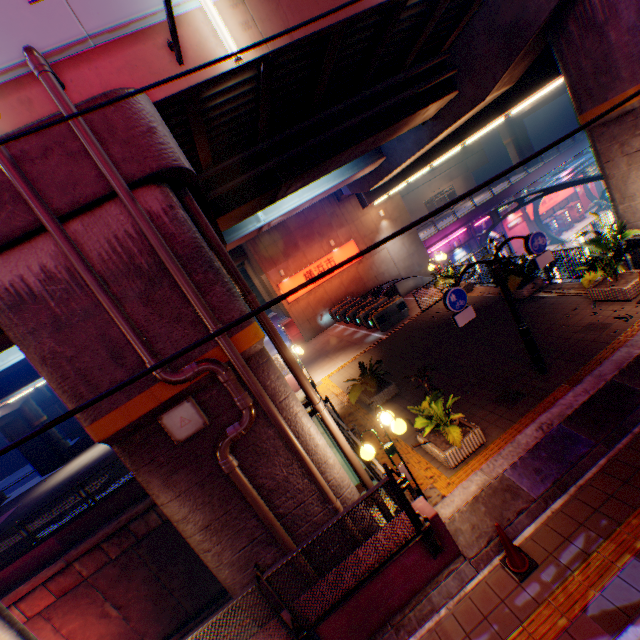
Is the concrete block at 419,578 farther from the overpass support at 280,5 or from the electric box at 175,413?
the electric box at 175,413

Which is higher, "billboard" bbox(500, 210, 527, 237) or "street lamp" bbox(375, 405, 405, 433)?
"street lamp" bbox(375, 405, 405, 433)

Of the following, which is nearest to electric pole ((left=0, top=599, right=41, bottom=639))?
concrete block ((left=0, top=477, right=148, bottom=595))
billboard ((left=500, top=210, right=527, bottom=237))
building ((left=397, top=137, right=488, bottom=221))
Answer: concrete block ((left=0, top=477, right=148, bottom=595))

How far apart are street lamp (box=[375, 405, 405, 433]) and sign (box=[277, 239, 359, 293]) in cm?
1709

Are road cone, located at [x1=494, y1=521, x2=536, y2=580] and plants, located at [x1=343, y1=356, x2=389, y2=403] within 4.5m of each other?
no

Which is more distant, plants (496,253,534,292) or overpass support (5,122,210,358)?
plants (496,253,534,292)

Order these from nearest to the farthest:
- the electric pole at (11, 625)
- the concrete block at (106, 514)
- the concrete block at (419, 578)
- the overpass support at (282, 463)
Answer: the electric pole at (11, 625) < the concrete block at (419, 578) < the overpass support at (282, 463) < the concrete block at (106, 514)

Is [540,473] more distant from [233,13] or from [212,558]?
[233,13]
